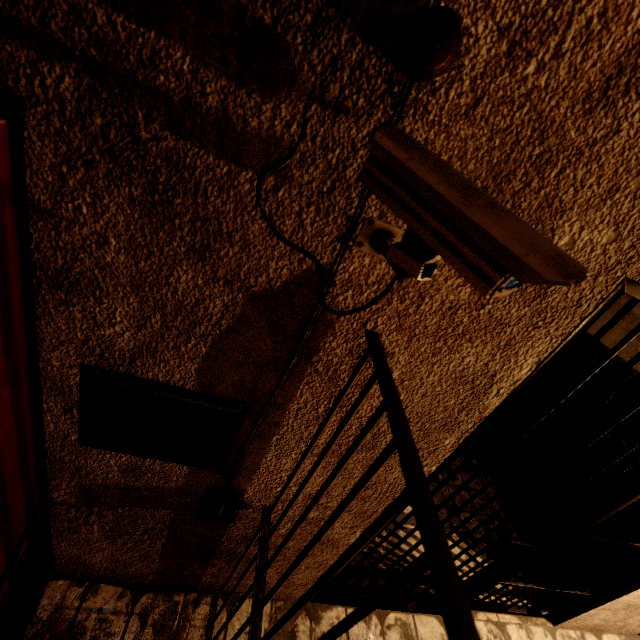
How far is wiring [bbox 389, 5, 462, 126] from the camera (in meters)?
0.52

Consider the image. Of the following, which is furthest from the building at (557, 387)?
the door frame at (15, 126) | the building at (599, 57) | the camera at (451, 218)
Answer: the door frame at (15, 126)

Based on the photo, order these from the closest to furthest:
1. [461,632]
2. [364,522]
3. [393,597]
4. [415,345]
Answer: [461,632] < [415,345] < [364,522] < [393,597]

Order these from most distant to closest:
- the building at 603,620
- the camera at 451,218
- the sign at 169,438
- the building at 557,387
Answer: the building at 557,387
the building at 603,620
the sign at 169,438
the camera at 451,218

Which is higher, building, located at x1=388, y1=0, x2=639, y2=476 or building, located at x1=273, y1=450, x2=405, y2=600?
building, located at x1=388, y1=0, x2=639, y2=476

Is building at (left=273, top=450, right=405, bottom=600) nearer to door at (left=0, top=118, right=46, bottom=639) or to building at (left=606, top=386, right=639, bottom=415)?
building at (left=606, top=386, right=639, bottom=415)

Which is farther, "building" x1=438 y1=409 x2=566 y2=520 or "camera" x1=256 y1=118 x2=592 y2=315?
"building" x1=438 y1=409 x2=566 y2=520

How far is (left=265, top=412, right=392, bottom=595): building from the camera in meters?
1.2 m
